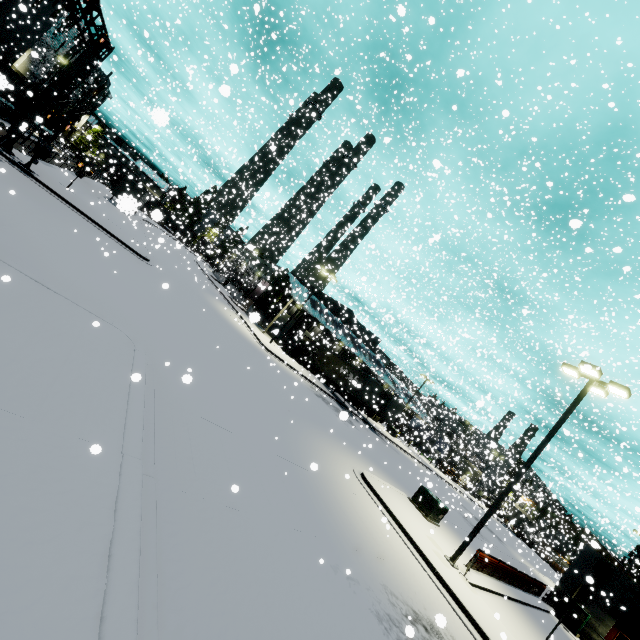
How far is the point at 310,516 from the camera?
8.5m

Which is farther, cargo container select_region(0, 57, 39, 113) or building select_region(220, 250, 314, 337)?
building select_region(220, 250, 314, 337)

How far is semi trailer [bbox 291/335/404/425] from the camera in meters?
33.4

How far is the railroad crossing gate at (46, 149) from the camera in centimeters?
1847cm

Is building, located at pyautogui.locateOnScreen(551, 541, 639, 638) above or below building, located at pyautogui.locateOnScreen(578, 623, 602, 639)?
above

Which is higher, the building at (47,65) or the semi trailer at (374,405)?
the building at (47,65)

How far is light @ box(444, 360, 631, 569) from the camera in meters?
13.0

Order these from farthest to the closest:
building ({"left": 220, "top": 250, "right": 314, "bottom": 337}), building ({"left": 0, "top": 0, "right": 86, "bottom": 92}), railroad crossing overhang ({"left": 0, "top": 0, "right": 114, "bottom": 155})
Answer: building ({"left": 0, "top": 0, "right": 86, "bottom": 92}) → building ({"left": 220, "top": 250, "right": 314, "bottom": 337}) → railroad crossing overhang ({"left": 0, "top": 0, "right": 114, "bottom": 155})
